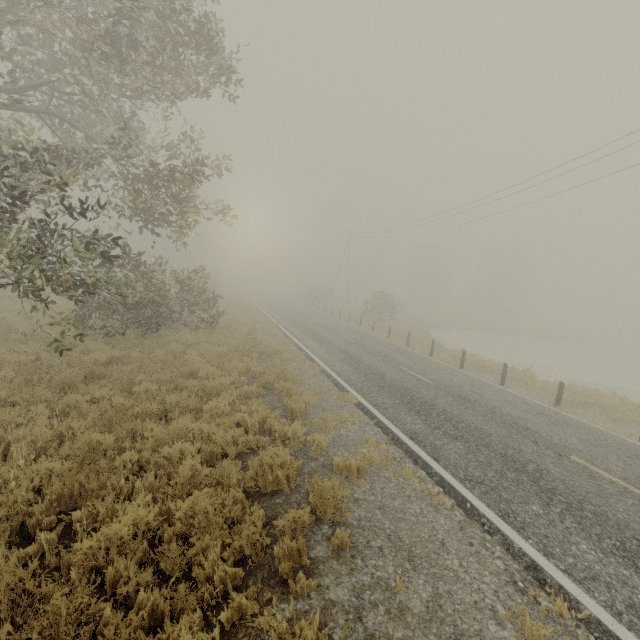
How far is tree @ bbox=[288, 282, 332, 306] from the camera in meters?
48.2

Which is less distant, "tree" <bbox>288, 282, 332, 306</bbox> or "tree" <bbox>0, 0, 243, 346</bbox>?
"tree" <bbox>0, 0, 243, 346</bbox>

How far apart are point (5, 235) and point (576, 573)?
10.97m

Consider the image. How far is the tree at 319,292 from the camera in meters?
48.2 m

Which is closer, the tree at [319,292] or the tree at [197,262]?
the tree at [197,262]
